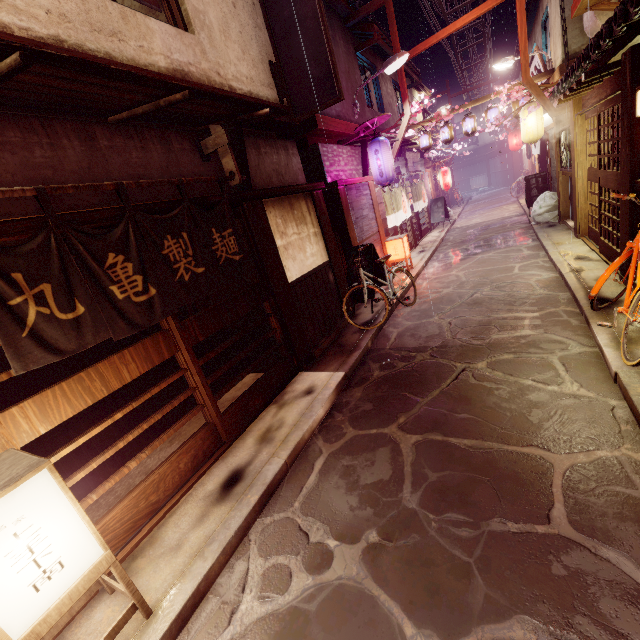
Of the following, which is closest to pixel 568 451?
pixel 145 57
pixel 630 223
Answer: pixel 630 223

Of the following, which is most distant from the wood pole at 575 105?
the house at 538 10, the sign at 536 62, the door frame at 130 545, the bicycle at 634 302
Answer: the door frame at 130 545

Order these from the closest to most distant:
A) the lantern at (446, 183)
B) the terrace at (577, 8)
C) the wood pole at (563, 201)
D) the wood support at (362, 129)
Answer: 1. the terrace at (577, 8)
2. the wood support at (362, 129)
3. the wood pole at (563, 201)
4. the lantern at (446, 183)

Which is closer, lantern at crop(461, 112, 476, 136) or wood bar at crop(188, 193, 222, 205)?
wood bar at crop(188, 193, 222, 205)

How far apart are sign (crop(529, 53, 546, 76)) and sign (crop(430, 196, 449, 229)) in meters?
9.3 m

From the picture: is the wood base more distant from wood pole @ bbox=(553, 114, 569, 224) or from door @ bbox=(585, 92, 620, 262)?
wood pole @ bbox=(553, 114, 569, 224)

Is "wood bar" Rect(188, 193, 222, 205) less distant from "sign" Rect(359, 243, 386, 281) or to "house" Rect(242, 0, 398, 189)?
"house" Rect(242, 0, 398, 189)

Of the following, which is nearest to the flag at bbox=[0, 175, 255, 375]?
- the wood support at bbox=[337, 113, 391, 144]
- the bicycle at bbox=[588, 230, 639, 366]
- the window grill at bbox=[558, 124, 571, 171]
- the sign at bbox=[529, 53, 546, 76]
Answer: the bicycle at bbox=[588, 230, 639, 366]
